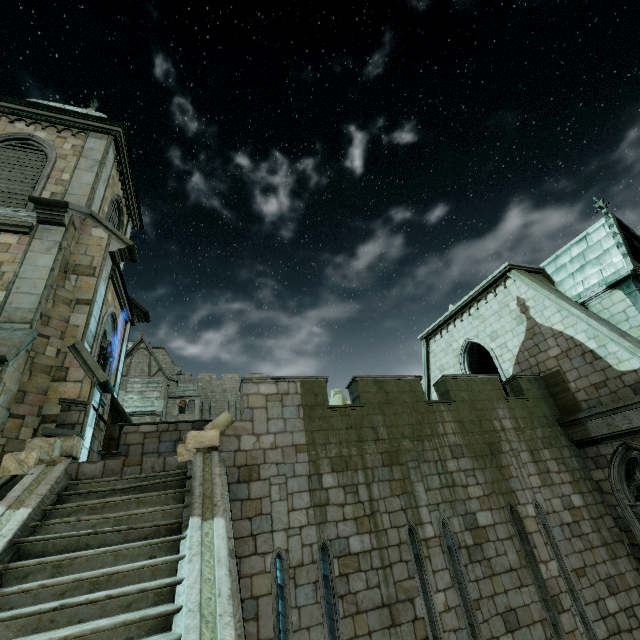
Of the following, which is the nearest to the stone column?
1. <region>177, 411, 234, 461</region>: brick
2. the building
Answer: the building

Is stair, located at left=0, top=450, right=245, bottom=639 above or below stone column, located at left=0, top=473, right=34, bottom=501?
below

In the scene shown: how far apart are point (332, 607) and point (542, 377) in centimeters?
1027cm

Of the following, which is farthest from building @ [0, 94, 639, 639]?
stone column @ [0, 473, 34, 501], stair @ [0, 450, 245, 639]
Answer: stone column @ [0, 473, 34, 501]

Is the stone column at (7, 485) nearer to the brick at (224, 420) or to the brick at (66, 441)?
the brick at (66, 441)

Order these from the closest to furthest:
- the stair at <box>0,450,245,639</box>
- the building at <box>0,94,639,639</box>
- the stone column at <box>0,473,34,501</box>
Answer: the stair at <box>0,450,245,639</box>
the stone column at <box>0,473,34,501</box>
the building at <box>0,94,639,639</box>

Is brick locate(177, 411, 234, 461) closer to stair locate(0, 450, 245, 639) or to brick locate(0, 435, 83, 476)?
stair locate(0, 450, 245, 639)
